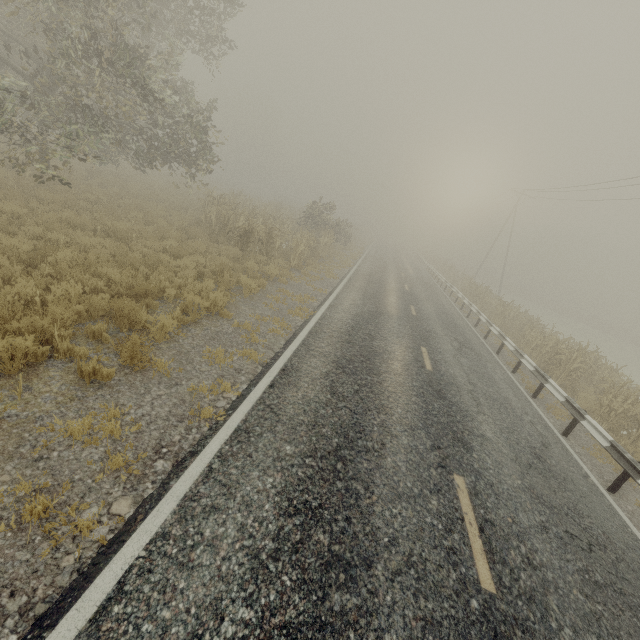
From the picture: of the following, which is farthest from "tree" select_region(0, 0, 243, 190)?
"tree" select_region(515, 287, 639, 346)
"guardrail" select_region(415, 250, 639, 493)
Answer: "guardrail" select_region(415, 250, 639, 493)

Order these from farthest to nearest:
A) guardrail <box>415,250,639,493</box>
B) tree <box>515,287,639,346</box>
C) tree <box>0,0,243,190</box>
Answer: tree <box>515,287,639,346</box>
tree <box>0,0,243,190</box>
guardrail <box>415,250,639,493</box>

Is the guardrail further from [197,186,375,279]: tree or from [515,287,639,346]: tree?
[515,287,639,346]: tree

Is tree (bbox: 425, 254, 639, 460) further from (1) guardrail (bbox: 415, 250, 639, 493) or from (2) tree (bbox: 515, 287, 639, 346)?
(1) guardrail (bbox: 415, 250, 639, 493)

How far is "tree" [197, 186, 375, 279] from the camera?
14.7 meters

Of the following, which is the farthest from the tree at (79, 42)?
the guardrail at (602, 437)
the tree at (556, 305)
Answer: the guardrail at (602, 437)

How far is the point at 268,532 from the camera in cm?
340

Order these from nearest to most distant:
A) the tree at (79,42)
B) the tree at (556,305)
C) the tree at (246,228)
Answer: the tree at (79,42) → the tree at (246,228) → the tree at (556,305)
